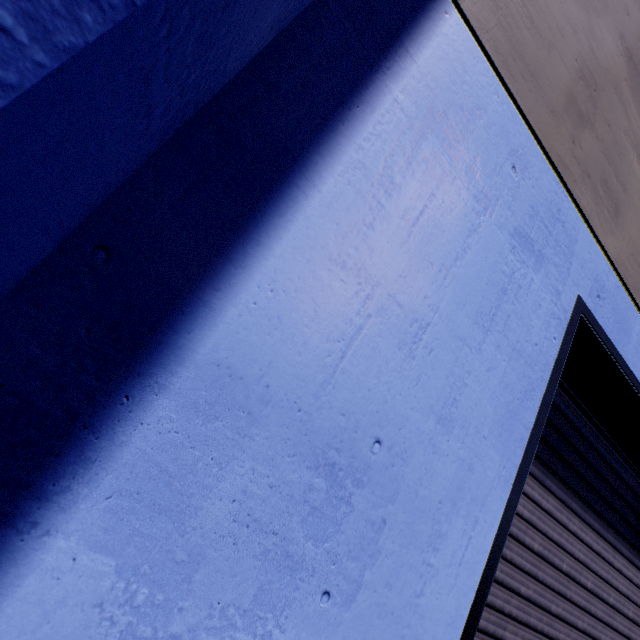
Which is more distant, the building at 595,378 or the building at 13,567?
the building at 595,378

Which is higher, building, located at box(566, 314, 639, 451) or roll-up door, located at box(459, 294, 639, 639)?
building, located at box(566, 314, 639, 451)

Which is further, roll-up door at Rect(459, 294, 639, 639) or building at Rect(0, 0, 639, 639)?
roll-up door at Rect(459, 294, 639, 639)

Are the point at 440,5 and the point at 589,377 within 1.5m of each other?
no

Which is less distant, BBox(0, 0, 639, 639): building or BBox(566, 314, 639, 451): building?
BBox(0, 0, 639, 639): building

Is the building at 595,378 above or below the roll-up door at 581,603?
above
